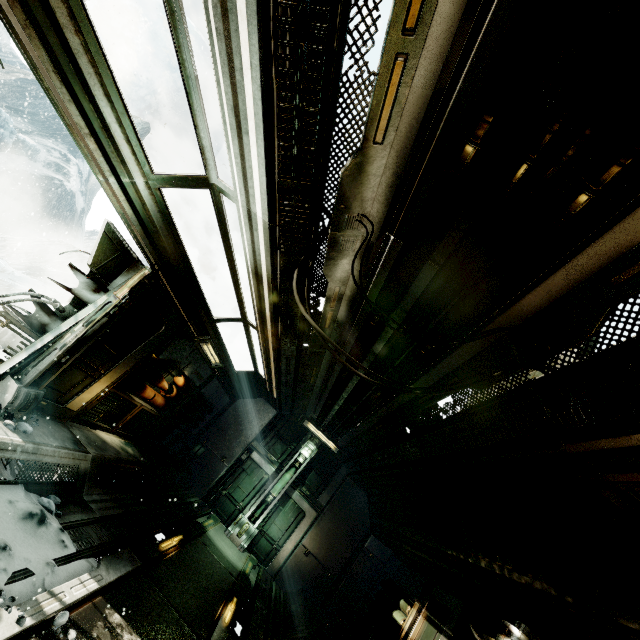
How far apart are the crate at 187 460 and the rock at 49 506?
6.88m

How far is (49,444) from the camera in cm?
462

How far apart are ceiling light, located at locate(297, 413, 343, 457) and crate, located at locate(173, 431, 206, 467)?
3.4 meters

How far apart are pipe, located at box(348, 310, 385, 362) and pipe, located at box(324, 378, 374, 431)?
0.1m

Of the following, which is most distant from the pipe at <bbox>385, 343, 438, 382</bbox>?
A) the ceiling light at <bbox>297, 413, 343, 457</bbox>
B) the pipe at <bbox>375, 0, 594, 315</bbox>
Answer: the ceiling light at <bbox>297, 413, 343, 457</bbox>

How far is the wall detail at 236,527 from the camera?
10.41m

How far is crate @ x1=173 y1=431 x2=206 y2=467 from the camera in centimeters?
1086cm

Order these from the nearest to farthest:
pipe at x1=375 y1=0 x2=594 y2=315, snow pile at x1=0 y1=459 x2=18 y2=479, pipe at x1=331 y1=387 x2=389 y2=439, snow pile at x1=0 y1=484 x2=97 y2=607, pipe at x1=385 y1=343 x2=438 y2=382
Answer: pipe at x1=375 y1=0 x2=594 y2=315 → snow pile at x1=0 y1=484 x2=97 y2=607 → snow pile at x1=0 y1=459 x2=18 y2=479 → pipe at x1=385 y1=343 x2=438 y2=382 → pipe at x1=331 y1=387 x2=389 y2=439
